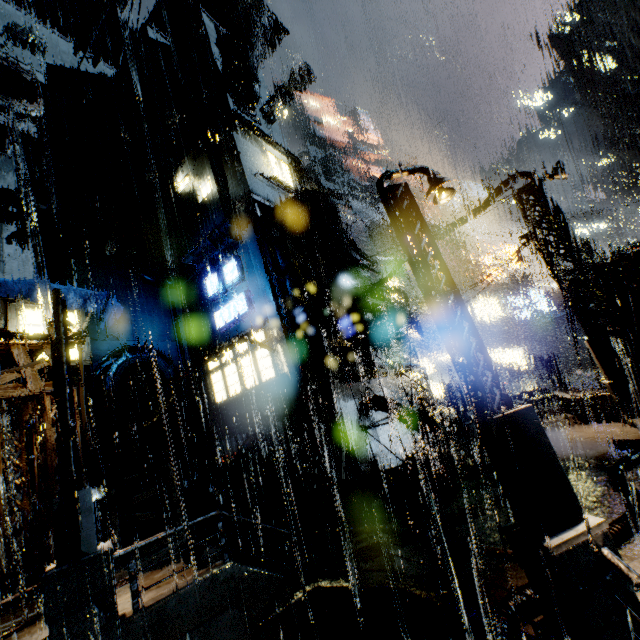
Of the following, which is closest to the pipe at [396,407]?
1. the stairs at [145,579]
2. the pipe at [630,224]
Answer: the stairs at [145,579]

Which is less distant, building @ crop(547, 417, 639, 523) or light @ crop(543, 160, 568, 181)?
building @ crop(547, 417, 639, 523)

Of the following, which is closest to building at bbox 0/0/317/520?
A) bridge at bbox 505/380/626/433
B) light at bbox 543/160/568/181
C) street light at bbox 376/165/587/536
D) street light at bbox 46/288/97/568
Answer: bridge at bbox 505/380/626/433

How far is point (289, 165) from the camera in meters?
26.6

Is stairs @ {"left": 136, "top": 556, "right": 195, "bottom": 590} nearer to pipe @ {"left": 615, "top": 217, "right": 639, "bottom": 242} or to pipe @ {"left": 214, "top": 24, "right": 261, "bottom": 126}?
pipe @ {"left": 214, "top": 24, "right": 261, "bottom": 126}

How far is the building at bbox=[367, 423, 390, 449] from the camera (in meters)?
17.92

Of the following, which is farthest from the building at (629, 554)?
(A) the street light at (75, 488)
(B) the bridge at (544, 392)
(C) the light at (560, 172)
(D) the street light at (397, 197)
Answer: (D) the street light at (397, 197)

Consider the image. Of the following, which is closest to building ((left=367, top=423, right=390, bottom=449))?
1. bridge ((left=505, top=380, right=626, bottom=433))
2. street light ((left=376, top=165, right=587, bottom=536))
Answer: bridge ((left=505, top=380, right=626, bottom=433))
